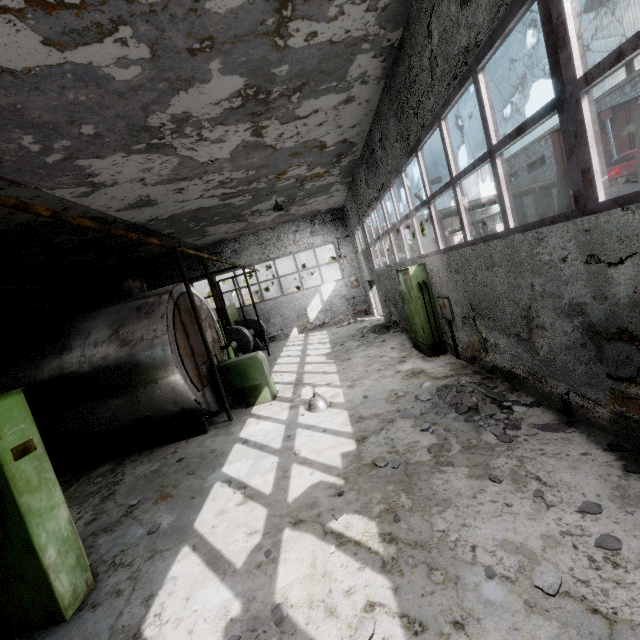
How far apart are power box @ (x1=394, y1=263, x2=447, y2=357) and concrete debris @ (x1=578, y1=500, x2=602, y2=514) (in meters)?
5.48

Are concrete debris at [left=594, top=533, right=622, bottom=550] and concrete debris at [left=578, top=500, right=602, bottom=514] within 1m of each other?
yes

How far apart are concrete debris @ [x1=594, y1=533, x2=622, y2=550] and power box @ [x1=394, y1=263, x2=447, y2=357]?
5.8 meters

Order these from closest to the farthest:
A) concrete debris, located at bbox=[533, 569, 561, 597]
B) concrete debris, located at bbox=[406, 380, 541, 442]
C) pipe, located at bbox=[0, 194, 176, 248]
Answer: concrete debris, located at bbox=[533, 569, 561, 597] → pipe, located at bbox=[0, 194, 176, 248] → concrete debris, located at bbox=[406, 380, 541, 442]

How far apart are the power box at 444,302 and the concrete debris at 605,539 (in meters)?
5.19

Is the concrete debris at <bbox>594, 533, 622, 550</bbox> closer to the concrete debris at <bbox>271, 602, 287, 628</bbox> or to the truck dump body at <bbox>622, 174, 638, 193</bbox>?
the concrete debris at <bbox>271, 602, 287, 628</bbox>

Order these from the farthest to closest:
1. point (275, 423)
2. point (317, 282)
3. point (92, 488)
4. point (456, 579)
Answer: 1. point (317, 282)
2. point (275, 423)
3. point (92, 488)
4. point (456, 579)

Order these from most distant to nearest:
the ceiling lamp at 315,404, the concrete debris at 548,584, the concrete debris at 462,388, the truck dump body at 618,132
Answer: the truck dump body at 618,132
the ceiling lamp at 315,404
the concrete debris at 462,388
the concrete debris at 548,584
